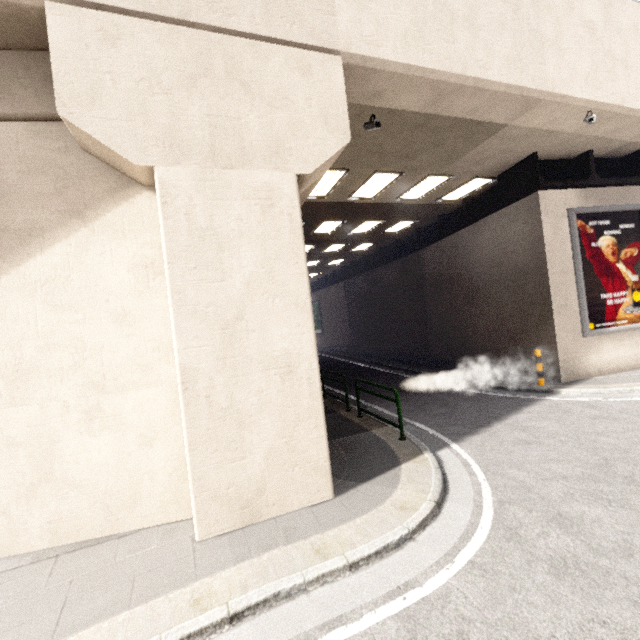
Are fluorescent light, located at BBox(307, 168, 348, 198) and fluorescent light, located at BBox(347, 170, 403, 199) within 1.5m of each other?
yes

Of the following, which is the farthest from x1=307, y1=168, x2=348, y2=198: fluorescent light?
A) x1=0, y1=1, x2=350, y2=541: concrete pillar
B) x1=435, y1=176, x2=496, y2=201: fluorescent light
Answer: x1=435, y1=176, x2=496, y2=201: fluorescent light

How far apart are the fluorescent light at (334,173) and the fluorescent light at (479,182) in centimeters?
471cm

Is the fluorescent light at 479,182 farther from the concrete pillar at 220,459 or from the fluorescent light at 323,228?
the concrete pillar at 220,459

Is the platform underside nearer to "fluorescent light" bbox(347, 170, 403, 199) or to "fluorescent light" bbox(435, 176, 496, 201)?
"fluorescent light" bbox(435, 176, 496, 201)

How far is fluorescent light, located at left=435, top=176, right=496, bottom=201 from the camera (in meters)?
11.12

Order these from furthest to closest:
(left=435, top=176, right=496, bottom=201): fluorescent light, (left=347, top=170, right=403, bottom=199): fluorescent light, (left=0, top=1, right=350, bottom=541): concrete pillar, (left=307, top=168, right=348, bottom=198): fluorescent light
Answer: (left=435, top=176, right=496, bottom=201): fluorescent light, (left=347, top=170, right=403, bottom=199): fluorescent light, (left=307, top=168, right=348, bottom=198): fluorescent light, (left=0, top=1, right=350, bottom=541): concrete pillar

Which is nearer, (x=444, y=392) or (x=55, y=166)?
(x=55, y=166)
